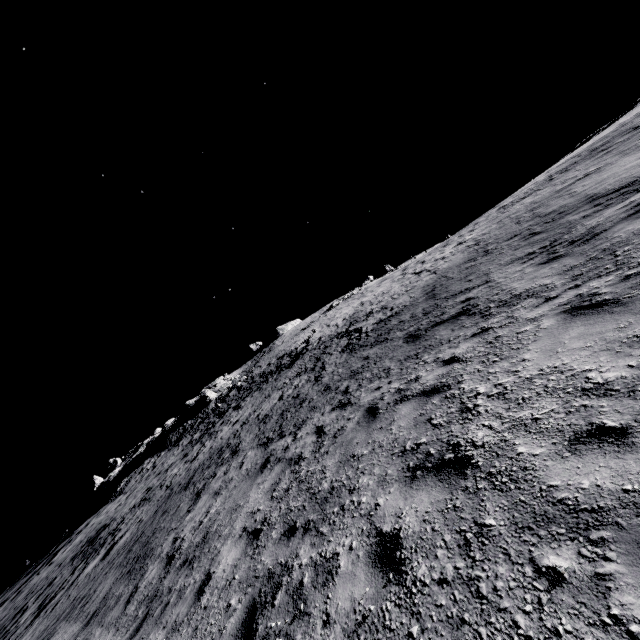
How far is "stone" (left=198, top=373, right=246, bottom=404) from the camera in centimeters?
4147cm

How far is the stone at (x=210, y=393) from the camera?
41.5 meters

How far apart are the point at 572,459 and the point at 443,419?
1.94m
